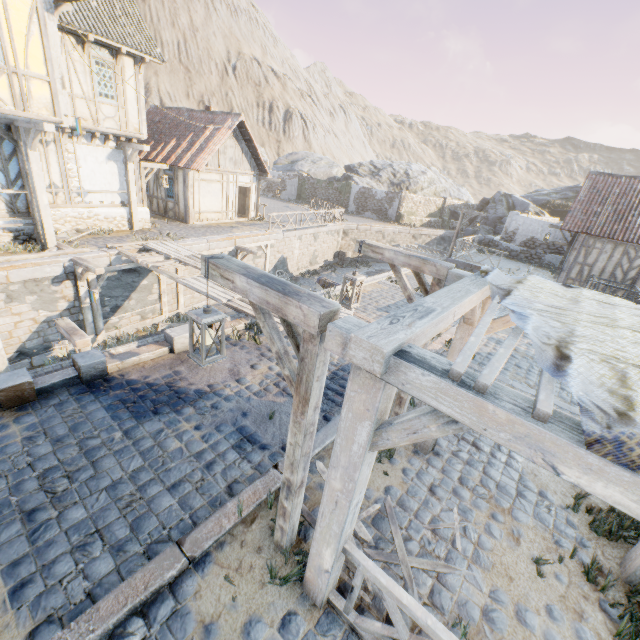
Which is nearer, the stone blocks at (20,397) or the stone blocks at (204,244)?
the stone blocks at (20,397)

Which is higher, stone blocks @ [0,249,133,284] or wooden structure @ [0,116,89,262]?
wooden structure @ [0,116,89,262]

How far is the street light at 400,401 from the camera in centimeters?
526cm

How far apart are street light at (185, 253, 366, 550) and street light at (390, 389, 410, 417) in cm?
230

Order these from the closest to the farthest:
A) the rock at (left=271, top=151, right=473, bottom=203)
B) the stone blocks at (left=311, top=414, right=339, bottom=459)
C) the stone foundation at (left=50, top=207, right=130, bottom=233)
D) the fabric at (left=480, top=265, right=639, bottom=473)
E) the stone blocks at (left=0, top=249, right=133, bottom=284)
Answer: the fabric at (left=480, top=265, right=639, bottom=473), the stone blocks at (left=311, top=414, right=339, bottom=459), the stone blocks at (left=0, top=249, right=133, bottom=284), the stone foundation at (left=50, top=207, right=130, bottom=233), the rock at (left=271, top=151, right=473, bottom=203)

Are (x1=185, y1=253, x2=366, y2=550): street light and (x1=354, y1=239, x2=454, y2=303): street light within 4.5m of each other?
yes

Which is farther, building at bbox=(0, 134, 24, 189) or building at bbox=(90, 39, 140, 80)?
building at bbox=(90, 39, 140, 80)

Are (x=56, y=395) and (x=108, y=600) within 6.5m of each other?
yes
